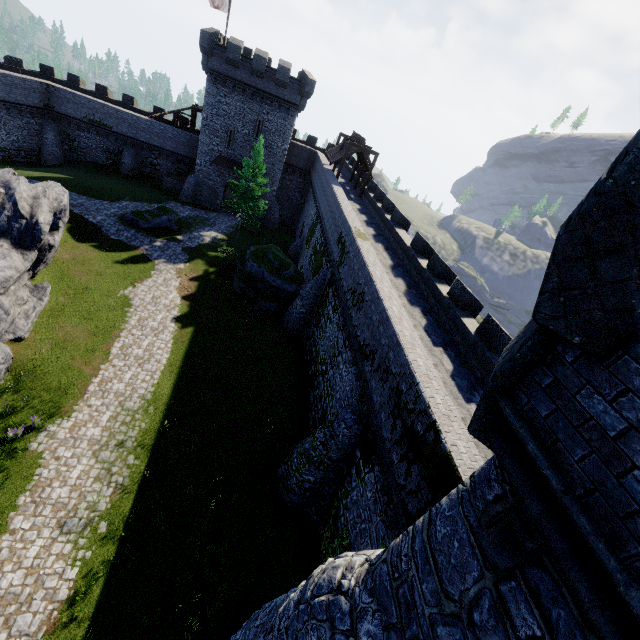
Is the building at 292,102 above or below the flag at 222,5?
below

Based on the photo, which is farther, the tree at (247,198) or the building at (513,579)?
the tree at (247,198)

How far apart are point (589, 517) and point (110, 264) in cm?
2953

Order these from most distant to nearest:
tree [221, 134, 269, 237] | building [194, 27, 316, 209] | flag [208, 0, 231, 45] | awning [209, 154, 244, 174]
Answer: awning [209, 154, 244, 174] < flag [208, 0, 231, 45] < building [194, 27, 316, 209] < tree [221, 134, 269, 237]

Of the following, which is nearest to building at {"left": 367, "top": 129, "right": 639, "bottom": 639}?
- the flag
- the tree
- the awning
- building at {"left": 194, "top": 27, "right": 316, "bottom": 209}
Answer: the tree

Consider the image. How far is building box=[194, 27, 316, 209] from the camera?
32.4m

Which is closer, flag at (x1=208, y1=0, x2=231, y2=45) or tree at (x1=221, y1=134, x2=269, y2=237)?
tree at (x1=221, y1=134, x2=269, y2=237)

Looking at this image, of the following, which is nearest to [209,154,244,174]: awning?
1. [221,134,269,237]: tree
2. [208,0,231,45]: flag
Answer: [221,134,269,237]: tree
